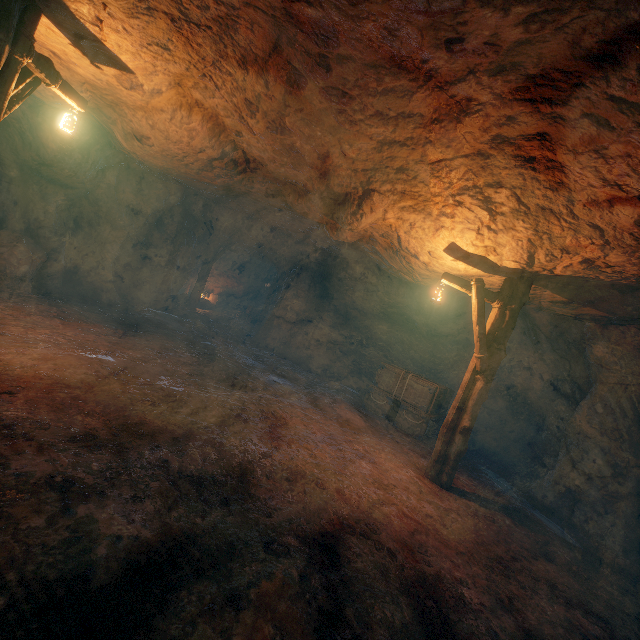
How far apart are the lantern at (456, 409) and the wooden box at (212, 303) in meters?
18.2

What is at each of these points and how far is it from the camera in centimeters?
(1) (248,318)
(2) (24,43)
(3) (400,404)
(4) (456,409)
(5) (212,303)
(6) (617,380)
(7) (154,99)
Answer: (1) wooden box, 2231cm
(2) lantern, 396cm
(3) wooden box, 1102cm
(4) lantern, 672cm
(5) wooden box, 2280cm
(6) z, 782cm
(7) burlap sack, 637cm

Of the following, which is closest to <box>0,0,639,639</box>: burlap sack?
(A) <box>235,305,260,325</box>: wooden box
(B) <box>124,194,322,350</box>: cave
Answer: (B) <box>124,194,322,350</box>: cave

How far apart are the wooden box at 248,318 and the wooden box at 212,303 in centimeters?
157cm

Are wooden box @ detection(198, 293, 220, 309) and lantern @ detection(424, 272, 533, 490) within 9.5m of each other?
no

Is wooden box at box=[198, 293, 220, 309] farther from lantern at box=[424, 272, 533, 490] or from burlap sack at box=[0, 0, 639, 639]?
lantern at box=[424, 272, 533, 490]

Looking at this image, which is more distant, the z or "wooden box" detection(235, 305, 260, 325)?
"wooden box" detection(235, 305, 260, 325)

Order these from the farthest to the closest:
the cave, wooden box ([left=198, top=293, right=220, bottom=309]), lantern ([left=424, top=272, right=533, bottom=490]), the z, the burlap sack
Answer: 1. wooden box ([left=198, top=293, right=220, bottom=309])
2. the cave
3. the z
4. lantern ([left=424, top=272, right=533, bottom=490])
5. the burlap sack
